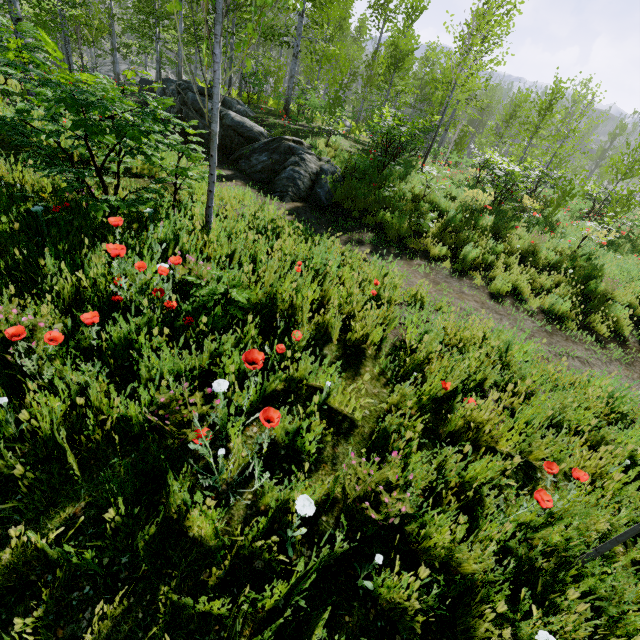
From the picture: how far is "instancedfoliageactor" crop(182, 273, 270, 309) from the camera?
2.7m

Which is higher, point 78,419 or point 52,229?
point 52,229

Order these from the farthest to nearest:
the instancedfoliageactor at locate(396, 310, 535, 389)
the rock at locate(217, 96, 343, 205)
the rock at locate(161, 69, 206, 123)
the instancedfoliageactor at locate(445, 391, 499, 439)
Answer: the rock at locate(161, 69, 206, 123), the rock at locate(217, 96, 343, 205), the instancedfoliageactor at locate(396, 310, 535, 389), the instancedfoliageactor at locate(445, 391, 499, 439)

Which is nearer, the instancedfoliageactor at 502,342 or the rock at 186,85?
the instancedfoliageactor at 502,342

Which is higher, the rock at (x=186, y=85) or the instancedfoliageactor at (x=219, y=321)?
the rock at (x=186, y=85)

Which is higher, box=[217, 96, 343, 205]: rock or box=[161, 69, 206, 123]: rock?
box=[161, 69, 206, 123]: rock

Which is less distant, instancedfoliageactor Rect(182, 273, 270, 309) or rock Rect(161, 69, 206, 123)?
instancedfoliageactor Rect(182, 273, 270, 309)

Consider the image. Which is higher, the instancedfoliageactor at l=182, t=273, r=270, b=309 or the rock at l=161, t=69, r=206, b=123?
the rock at l=161, t=69, r=206, b=123
